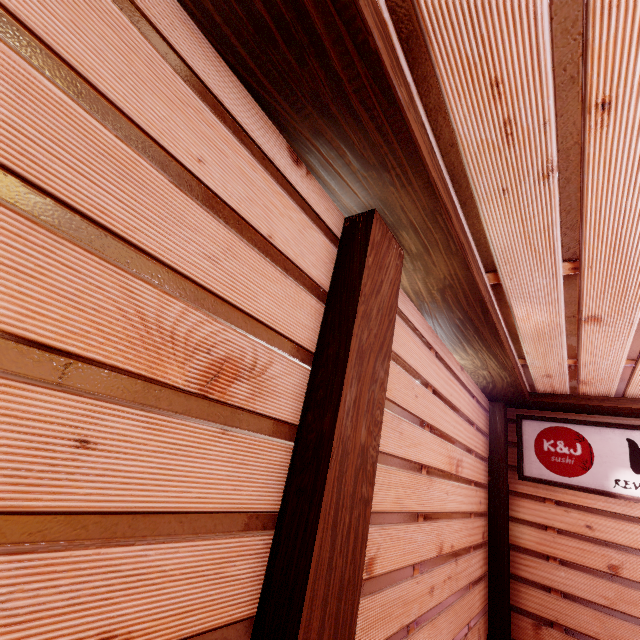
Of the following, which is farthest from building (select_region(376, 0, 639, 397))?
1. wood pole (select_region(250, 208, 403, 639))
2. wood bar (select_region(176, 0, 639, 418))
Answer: wood pole (select_region(250, 208, 403, 639))

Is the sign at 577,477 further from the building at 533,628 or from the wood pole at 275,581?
the wood pole at 275,581

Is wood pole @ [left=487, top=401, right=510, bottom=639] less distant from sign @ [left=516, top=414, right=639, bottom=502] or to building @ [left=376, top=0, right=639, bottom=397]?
sign @ [left=516, top=414, right=639, bottom=502]

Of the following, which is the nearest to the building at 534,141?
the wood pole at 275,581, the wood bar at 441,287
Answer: the wood bar at 441,287

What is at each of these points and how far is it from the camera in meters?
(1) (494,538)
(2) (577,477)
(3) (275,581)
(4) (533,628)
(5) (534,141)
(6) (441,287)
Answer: (1) wood pole, 7.5
(2) sign, 7.6
(3) wood pole, 2.1
(4) building, 7.0
(5) building, 2.4
(6) wood bar, 4.2

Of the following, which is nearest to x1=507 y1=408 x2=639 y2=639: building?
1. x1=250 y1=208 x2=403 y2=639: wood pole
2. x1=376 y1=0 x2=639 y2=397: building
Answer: x1=250 y1=208 x2=403 y2=639: wood pole

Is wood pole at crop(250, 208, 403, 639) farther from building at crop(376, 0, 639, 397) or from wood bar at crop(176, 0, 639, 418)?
building at crop(376, 0, 639, 397)

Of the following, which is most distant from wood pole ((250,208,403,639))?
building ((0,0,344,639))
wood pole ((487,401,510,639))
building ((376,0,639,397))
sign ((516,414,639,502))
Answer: sign ((516,414,639,502))
